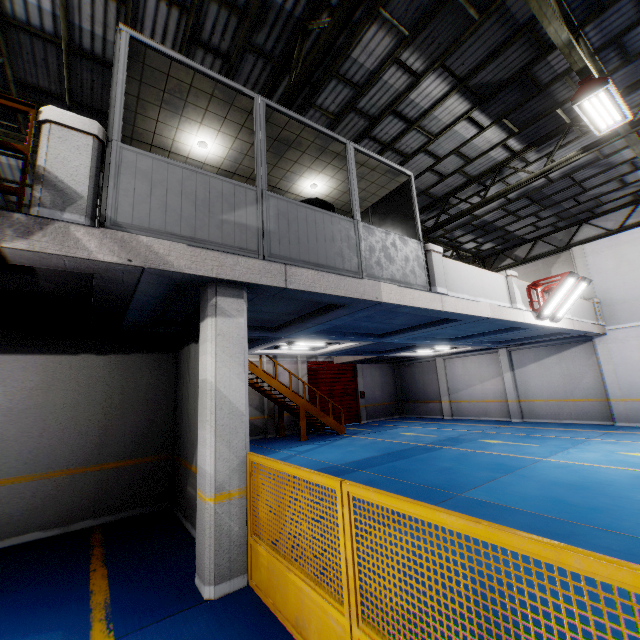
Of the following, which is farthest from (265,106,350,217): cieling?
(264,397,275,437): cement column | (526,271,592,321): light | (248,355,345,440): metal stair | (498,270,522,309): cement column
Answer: (264,397,275,437): cement column

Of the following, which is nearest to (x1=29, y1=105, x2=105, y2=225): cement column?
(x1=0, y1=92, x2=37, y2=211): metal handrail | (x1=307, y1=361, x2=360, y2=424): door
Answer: (x1=0, y1=92, x2=37, y2=211): metal handrail

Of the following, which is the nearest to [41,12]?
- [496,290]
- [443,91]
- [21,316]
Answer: [21,316]

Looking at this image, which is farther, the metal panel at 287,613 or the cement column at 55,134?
the cement column at 55,134

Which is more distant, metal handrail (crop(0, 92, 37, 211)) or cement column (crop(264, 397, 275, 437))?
cement column (crop(264, 397, 275, 437))

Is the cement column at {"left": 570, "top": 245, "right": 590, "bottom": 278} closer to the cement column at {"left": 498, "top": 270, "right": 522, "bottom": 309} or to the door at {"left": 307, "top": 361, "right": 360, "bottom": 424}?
the cement column at {"left": 498, "top": 270, "right": 522, "bottom": 309}

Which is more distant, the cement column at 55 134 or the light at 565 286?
the light at 565 286

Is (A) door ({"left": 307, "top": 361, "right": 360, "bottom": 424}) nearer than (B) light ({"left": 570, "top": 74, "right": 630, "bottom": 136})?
No
